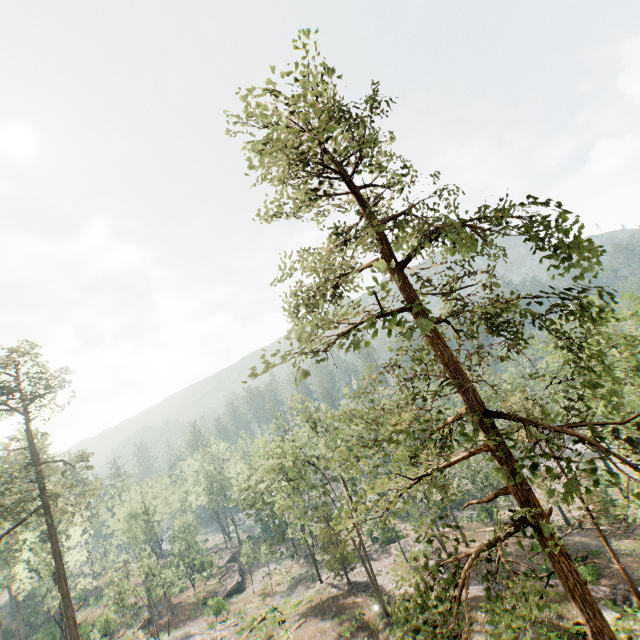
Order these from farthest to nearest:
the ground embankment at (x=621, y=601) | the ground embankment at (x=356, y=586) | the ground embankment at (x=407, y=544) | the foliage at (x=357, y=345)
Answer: the ground embankment at (x=407, y=544) < the ground embankment at (x=356, y=586) < the ground embankment at (x=621, y=601) < the foliage at (x=357, y=345)

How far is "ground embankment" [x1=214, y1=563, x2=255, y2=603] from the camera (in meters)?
48.41

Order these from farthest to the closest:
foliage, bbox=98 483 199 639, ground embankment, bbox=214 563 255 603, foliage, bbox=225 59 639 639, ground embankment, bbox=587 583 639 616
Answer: ground embankment, bbox=214 563 255 603 → foliage, bbox=98 483 199 639 → ground embankment, bbox=587 583 639 616 → foliage, bbox=225 59 639 639

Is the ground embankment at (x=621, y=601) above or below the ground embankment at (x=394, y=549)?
above

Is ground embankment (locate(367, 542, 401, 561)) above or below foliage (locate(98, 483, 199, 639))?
below

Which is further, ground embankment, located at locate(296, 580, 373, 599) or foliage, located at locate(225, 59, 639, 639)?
ground embankment, located at locate(296, 580, 373, 599)

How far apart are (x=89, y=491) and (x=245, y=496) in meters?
18.2

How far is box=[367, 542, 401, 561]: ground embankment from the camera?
41.18m
